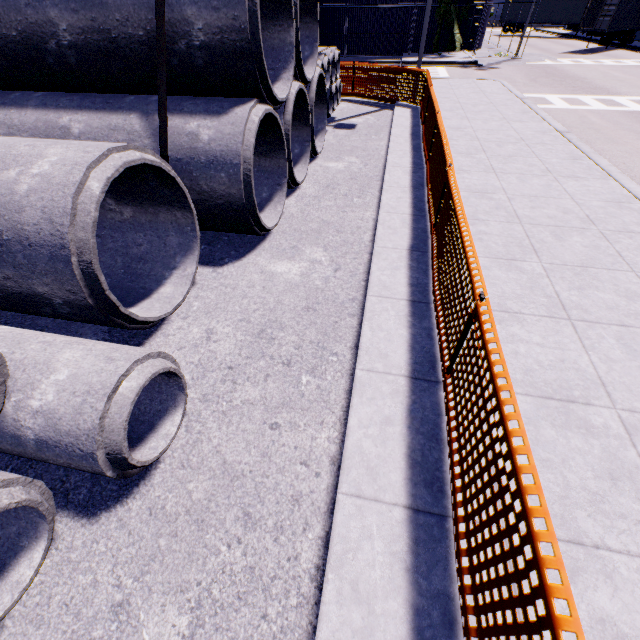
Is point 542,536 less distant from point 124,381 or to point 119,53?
point 124,381

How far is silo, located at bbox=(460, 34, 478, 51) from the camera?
27.0 meters

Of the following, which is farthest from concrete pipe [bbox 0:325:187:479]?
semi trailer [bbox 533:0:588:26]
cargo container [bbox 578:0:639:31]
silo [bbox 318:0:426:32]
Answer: cargo container [bbox 578:0:639:31]

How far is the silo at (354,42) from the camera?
25.9m

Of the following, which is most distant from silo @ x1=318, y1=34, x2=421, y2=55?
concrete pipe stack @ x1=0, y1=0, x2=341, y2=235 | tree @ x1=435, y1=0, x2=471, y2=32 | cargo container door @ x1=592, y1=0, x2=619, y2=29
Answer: cargo container door @ x1=592, y1=0, x2=619, y2=29

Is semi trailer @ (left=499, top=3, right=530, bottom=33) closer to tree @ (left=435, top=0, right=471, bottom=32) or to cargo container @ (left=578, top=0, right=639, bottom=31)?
cargo container @ (left=578, top=0, right=639, bottom=31)

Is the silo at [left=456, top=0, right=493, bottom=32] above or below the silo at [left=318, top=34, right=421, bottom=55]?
above

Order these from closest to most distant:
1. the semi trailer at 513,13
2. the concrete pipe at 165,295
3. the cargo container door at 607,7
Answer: the concrete pipe at 165,295, the cargo container door at 607,7, the semi trailer at 513,13
